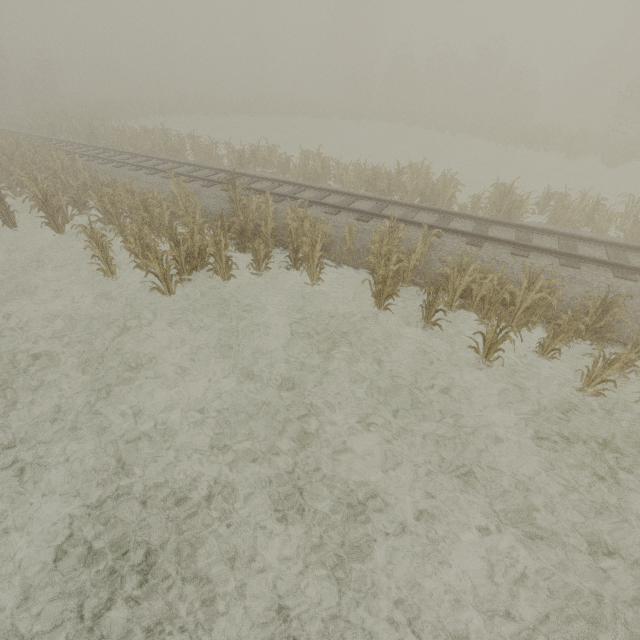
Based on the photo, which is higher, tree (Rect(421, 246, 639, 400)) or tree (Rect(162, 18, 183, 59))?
tree (Rect(162, 18, 183, 59))

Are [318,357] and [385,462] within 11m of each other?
yes

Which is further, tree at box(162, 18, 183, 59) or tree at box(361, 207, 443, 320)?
tree at box(162, 18, 183, 59)

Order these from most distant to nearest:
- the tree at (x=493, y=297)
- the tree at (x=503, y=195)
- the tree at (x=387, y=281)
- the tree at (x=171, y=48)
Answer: the tree at (x=171, y=48) < the tree at (x=503, y=195) < the tree at (x=387, y=281) < the tree at (x=493, y=297)

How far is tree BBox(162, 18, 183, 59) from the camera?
57.0m

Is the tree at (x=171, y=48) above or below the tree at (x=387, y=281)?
above

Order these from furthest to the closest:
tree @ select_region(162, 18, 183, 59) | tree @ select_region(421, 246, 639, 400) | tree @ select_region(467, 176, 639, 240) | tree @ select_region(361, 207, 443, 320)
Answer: tree @ select_region(162, 18, 183, 59) < tree @ select_region(467, 176, 639, 240) < tree @ select_region(361, 207, 443, 320) < tree @ select_region(421, 246, 639, 400)

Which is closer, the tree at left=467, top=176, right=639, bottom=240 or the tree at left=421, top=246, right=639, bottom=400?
the tree at left=421, top=246, right=639, bottom=400
